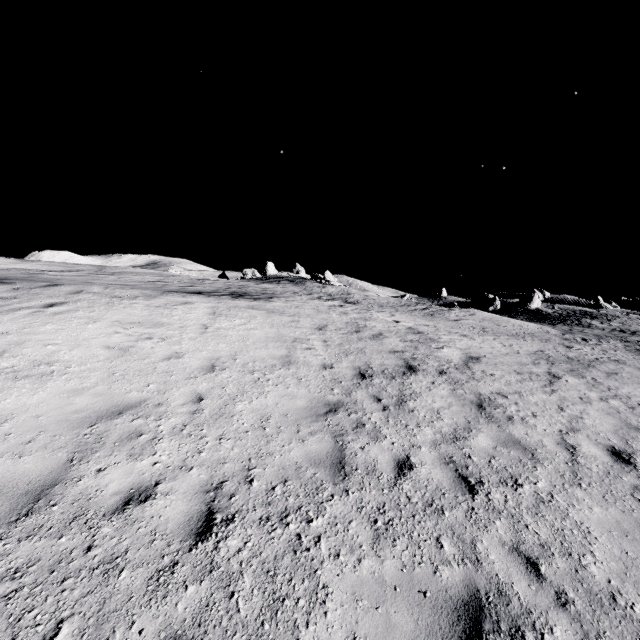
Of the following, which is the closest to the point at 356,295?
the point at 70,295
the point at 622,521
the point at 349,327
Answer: the point at 349,327
